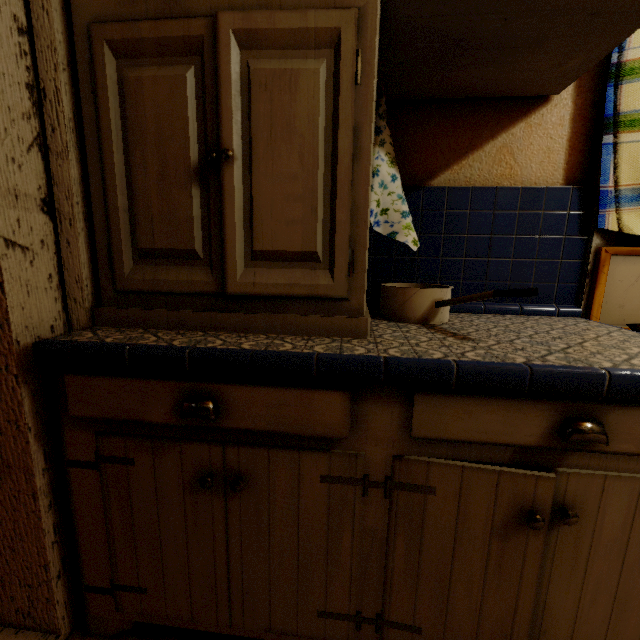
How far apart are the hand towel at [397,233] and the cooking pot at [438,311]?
0.15m

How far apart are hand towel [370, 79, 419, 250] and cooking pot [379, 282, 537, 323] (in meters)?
0.15

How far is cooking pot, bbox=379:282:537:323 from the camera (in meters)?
0.77

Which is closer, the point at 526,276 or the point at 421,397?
the point at 421,397

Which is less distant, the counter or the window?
the counter

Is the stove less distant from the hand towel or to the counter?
the counter

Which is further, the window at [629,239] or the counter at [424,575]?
the window at [629,239]

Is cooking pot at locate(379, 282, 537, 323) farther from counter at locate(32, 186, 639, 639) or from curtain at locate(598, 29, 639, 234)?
curtain at locate(598, 29, 639, 234)
